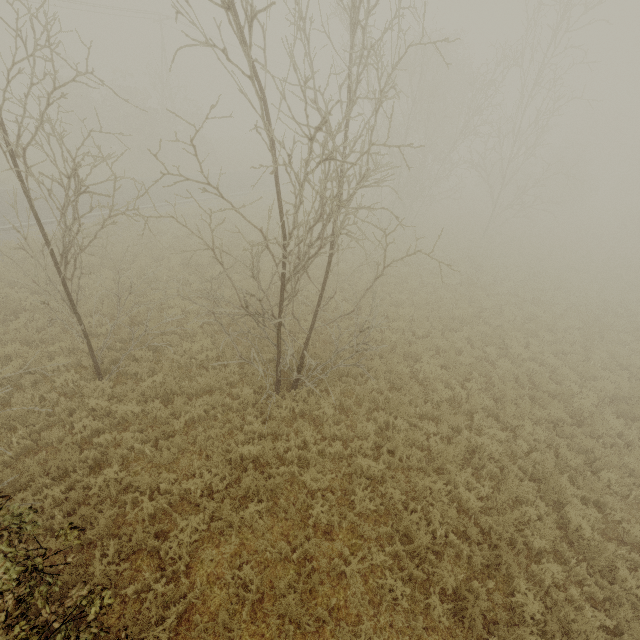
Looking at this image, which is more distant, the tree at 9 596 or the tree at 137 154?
the tree at 137 154

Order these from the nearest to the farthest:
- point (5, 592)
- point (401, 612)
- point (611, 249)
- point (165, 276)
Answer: point (5, 592)
point (401, 612)
point (165, 276)
point (611, 249)

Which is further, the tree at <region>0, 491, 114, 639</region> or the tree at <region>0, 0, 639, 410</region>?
the tree at <region>0, 0, 639, 410</region>
